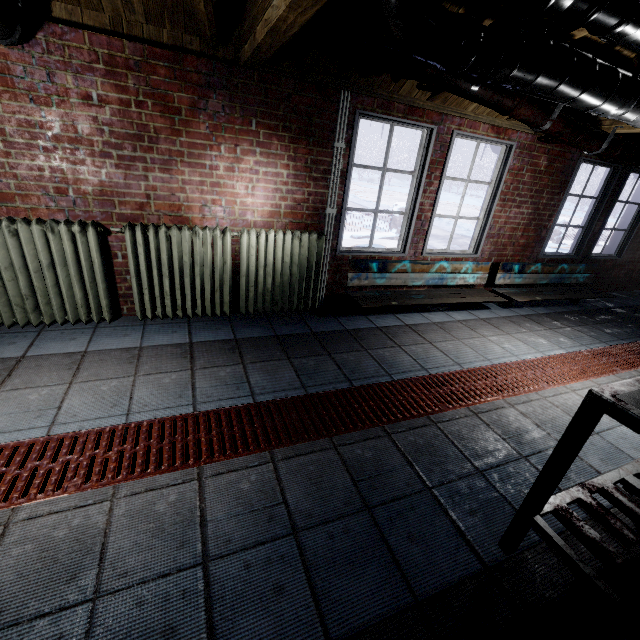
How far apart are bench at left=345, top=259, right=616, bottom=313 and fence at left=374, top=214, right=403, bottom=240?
4.37m

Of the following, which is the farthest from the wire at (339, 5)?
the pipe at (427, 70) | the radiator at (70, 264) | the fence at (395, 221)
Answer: the fence at (395, 221)

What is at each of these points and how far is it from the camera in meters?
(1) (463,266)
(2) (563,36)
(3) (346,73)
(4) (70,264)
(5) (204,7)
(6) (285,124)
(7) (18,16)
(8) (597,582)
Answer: (1) bench, 3.9
(2) beam, 1.9
(3) beam, 2.5
(4) radiator, 2.4
(5) beam, 1.9
(6) window, 2.7
(7) pipe, 1.7
(8) table, 1.1

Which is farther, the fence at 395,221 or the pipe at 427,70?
the fence at 395,221

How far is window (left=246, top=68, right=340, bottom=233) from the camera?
2.6m

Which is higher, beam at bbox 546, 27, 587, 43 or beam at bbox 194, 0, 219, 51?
beam at bbox 546, 27, 587, 43

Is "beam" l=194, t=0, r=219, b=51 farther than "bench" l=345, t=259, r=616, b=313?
No

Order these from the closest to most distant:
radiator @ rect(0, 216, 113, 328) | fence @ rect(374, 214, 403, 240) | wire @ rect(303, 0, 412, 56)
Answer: wire @ rect(303, 0, 412, 56) < radiator @ rect(0, 216, 113, 328) < fence @ rect(374, 214, 403, 240)
